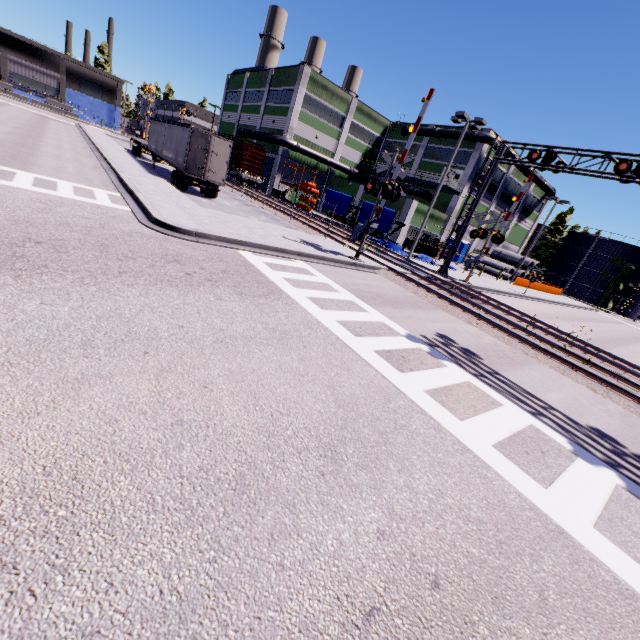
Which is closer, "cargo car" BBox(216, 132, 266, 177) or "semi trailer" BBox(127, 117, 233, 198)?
"semi trailer" BBox(127, 117, 233, 198)

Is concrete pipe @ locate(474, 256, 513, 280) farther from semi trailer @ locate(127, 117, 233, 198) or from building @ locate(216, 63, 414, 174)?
semi trailer @ locate(127, 117, 233, 198)

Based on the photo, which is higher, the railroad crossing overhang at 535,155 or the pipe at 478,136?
the pipe at 478,136

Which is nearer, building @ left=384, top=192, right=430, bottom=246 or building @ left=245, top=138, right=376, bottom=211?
building @ left=384, top=192, right=430, bottom=246

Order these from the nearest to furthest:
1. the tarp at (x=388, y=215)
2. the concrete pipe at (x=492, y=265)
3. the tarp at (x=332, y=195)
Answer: the tarp at (x=388, y=215) → the tarp at (x=332, y=195) → the concrete pipe at (x=492, y=265)

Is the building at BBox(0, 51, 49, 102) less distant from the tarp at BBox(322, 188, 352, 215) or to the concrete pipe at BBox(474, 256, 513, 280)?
the concrete pipe at BBox(474, 256, 513, 280)

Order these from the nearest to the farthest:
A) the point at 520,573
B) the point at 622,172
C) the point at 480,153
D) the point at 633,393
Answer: the point at 520,573
the point at 633,393
the point at 622,172
the point at 480,153

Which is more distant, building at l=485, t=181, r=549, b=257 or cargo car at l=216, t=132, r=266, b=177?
building at l=485, t=181, r=549, b=257
